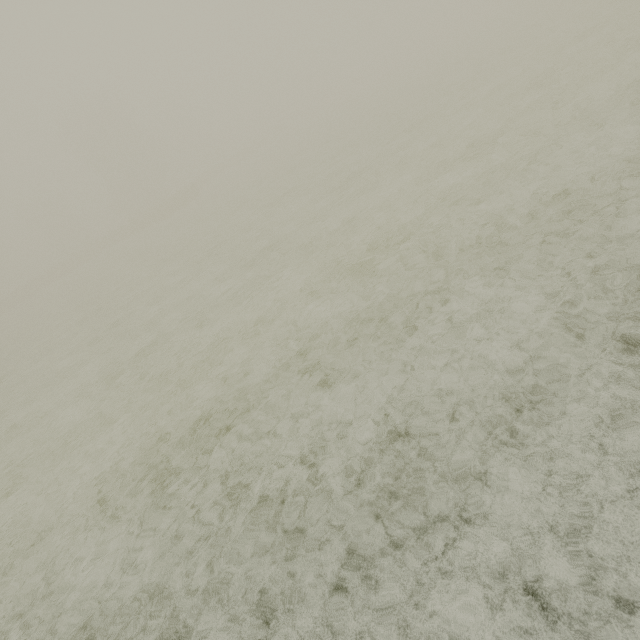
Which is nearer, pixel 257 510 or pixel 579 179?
pixel 257 510
